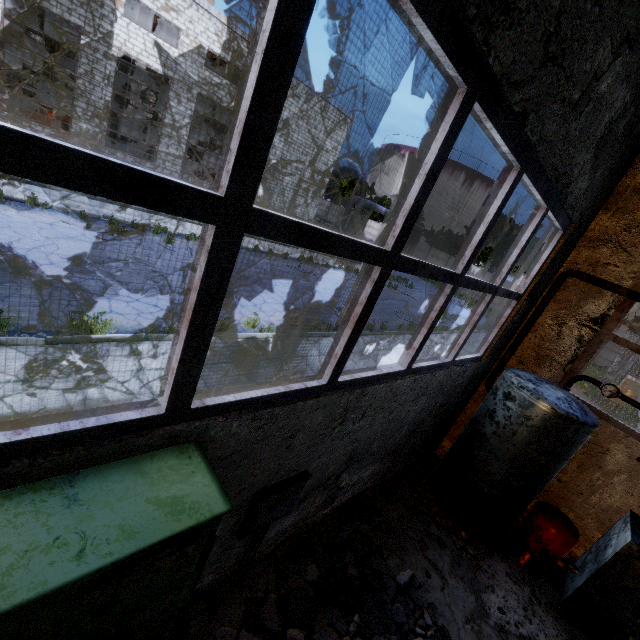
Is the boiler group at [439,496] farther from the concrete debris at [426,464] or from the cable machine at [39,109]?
the cable machine at [39,109]

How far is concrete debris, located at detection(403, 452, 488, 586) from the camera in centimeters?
505cm

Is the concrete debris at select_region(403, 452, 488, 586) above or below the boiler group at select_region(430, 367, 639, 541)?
below

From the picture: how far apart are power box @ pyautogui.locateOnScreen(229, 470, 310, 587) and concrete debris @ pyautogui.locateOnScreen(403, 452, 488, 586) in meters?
3.2

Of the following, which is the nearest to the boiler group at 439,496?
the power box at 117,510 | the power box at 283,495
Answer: the power box at 283,495

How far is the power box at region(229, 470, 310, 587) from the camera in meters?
2.9 m

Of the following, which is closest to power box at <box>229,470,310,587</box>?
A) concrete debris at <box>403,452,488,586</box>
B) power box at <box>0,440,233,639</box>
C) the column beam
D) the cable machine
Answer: power box at <box>0,440,233,639</box>

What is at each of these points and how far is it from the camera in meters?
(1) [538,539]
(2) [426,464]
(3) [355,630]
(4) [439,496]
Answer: (1) boiler group, 5.1 m
(2) concrete debris, 6.7 m
(3) concrete debris, 3.5 m
(4) boiler group, 5.8 m
